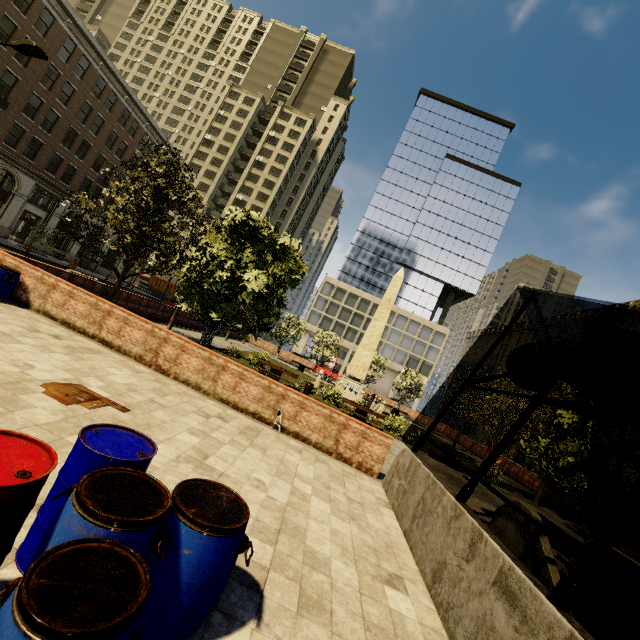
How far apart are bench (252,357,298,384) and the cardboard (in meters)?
12.13

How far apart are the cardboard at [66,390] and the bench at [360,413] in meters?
13.0 m

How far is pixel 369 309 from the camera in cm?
5997

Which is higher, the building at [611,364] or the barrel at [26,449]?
the building at [611,364]

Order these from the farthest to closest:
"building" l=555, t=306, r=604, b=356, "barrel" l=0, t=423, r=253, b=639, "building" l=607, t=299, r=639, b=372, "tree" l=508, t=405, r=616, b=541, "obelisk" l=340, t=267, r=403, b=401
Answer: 1. "building" l=555, t=306, r=604, b=356
2. "building" l=607, t=299, r=639, b=372
3. "obelisk" l=340, t=267, r=403, b=401
4. "tree" l=508, t=405, r=616, b=541
5. "barrel" l=0, t=423, r=253, b=639

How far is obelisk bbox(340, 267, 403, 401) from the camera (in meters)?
25.36

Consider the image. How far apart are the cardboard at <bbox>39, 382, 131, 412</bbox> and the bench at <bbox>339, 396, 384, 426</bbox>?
13.0m

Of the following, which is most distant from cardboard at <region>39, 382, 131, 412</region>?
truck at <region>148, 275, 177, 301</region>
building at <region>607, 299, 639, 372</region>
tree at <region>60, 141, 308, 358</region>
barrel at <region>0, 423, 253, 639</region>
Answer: truck at <region>148, 275, 177, 301</region>
